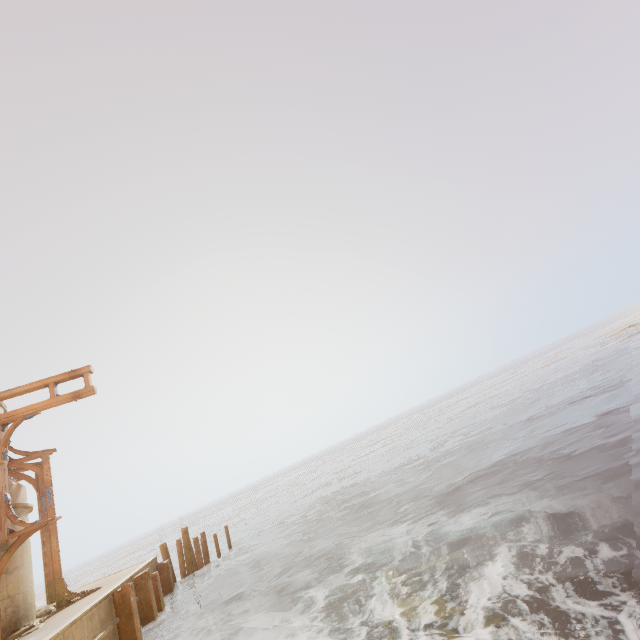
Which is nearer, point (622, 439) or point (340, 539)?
point (622, 439)

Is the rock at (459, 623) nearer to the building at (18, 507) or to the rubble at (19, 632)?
the building at (18, 507)

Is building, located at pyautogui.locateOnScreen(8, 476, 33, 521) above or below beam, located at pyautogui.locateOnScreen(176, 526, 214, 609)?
above

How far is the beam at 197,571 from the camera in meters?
13.4 m

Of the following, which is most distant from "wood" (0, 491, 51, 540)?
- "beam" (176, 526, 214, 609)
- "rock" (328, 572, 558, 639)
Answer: "beam" (176, 526, 214, 609)

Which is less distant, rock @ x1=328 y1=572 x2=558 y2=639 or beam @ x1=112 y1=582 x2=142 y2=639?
rock @ x1=328 y1=572 x2=558 y2=639

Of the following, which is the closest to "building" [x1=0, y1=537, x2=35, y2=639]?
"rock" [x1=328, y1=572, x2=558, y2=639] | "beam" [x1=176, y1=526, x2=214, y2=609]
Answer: "rock" [x1=328, y1=572, x2=558, y2=639]

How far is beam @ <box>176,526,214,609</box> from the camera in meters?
13.4 m
